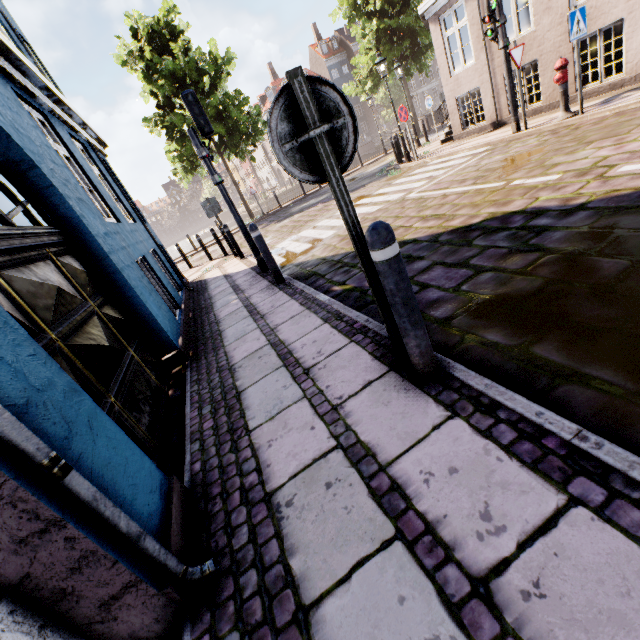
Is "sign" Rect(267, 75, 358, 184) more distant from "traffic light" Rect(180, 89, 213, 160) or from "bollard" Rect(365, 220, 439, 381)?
"traffic light" Rect(180, 89, 213, 160)

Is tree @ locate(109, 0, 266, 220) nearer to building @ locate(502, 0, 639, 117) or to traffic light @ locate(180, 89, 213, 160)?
building @ locate(502, 0, 639, 117)

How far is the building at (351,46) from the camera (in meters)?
49.53

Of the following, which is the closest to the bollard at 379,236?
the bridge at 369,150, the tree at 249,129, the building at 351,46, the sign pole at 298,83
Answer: the sign pole at 298,83

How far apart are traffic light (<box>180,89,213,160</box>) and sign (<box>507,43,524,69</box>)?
Result: 7.10m

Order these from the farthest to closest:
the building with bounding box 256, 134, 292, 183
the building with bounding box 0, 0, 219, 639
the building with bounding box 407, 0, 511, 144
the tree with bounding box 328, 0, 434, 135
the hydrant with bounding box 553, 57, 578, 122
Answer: the building with bounding box 256, 134, 292, 183 → the tree with bounding box 328, 0, 434, 135 → the building with bounding box 407, 0, 511, 144 → the hydrant with bounding box 553, 57, 578, 122 → the building with bounding box 0, 0, 219, 639

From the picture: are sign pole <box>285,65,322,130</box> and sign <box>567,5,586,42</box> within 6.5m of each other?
no

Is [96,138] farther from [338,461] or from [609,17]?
[609,17]
